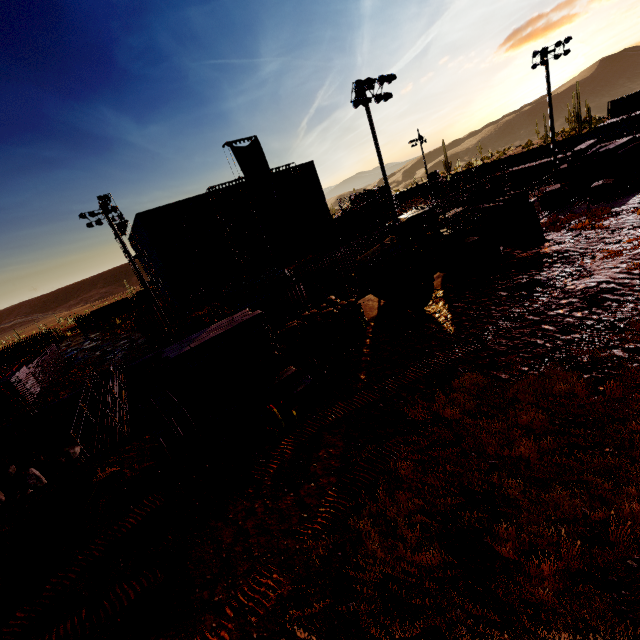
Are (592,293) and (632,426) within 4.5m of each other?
no

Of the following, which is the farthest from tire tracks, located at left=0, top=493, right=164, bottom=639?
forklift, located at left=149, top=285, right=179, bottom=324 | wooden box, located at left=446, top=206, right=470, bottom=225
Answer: forklift, located at left=149, top=285, right=179, bottom=324

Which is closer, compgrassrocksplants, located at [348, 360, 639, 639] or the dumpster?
compgrassrocksplants, located at [348, 360, 639, 639]

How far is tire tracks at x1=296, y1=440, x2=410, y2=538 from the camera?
7.13m

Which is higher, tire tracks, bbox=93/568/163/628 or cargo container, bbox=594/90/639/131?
cargo container, bbox=594/90/639/131

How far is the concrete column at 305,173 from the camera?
43.3m

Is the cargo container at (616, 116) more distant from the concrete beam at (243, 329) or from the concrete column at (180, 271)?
the concrete beam at (243, 329)

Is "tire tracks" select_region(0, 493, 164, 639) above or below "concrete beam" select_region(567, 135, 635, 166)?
below
